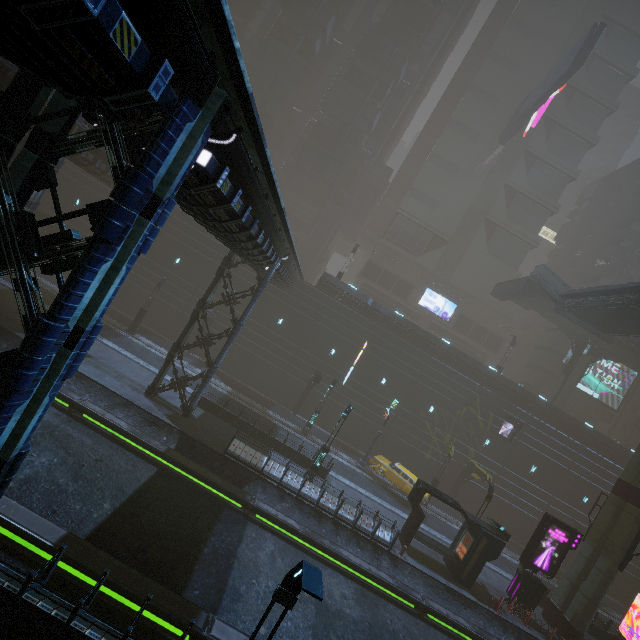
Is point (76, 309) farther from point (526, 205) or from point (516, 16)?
point (516, 16)

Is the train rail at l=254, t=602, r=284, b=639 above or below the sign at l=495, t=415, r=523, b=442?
below

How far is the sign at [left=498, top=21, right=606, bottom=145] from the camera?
34.47m

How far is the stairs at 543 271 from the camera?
26.5m

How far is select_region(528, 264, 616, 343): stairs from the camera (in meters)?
26.47

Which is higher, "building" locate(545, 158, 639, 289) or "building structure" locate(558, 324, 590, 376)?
"building" locate(545, 158, 639, 289)

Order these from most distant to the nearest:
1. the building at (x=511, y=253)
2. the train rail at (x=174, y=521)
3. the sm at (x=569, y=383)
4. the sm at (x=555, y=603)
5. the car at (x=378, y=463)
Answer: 1. the building at (x=511, y=253)
2. the sm at (x=569, y=383)
3. the car at (x=378, y=463)
4. the sm at (x=555, y=603)
5. the train rail at (x=174, y=521)

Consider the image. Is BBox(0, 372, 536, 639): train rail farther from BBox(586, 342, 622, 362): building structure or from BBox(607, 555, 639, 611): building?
BBox(586, 342, 622, 362): building structure
